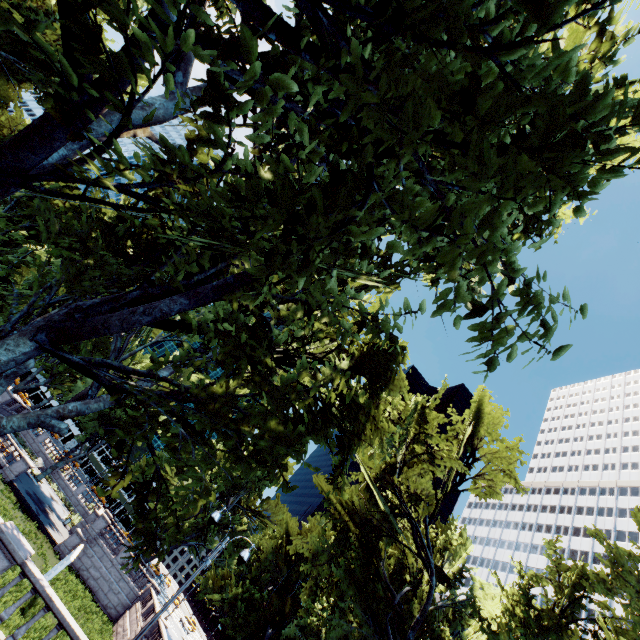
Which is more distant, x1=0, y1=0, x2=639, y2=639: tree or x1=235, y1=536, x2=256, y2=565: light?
x1=235, y1=536, x2=256, y2=565: light

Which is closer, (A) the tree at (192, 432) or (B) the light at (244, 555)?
(A) the tree at (192, 432)

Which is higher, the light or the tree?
the light

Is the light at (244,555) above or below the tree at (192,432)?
above

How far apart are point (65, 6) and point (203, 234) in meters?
9.1 m

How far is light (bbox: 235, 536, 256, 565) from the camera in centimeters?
1223cm
